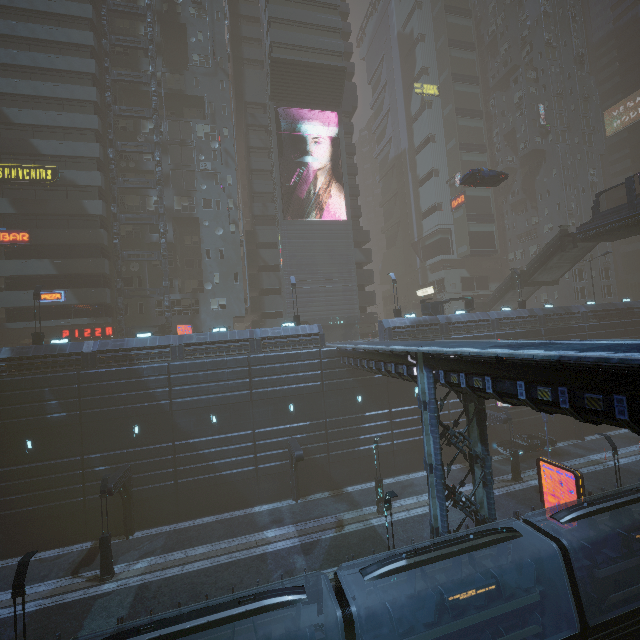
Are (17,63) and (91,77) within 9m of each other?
yes

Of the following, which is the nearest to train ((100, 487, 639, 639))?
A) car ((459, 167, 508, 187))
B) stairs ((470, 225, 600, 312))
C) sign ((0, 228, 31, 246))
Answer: car ((459, 167, 508, 187))

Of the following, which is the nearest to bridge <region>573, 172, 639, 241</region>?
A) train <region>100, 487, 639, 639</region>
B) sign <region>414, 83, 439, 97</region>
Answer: train <region>100, 487, 639, 639</region>

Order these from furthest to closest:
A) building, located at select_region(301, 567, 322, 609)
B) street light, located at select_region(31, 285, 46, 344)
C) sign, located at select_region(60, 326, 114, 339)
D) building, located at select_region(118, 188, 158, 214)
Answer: building, located at select_region(118, 188, 158, 214), sign, located at select_region(60, 326, 114, 339), street light, located at select_region(31, 285, 46, 344), building, located at select_region(301, 567, 322, 609)

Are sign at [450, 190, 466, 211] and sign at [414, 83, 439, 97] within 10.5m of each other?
no

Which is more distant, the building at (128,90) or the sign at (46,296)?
the building at (128,90)

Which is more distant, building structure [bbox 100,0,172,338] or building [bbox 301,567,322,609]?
building structure [bbox 100,0,172,338]

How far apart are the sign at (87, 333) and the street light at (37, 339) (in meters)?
8.54
